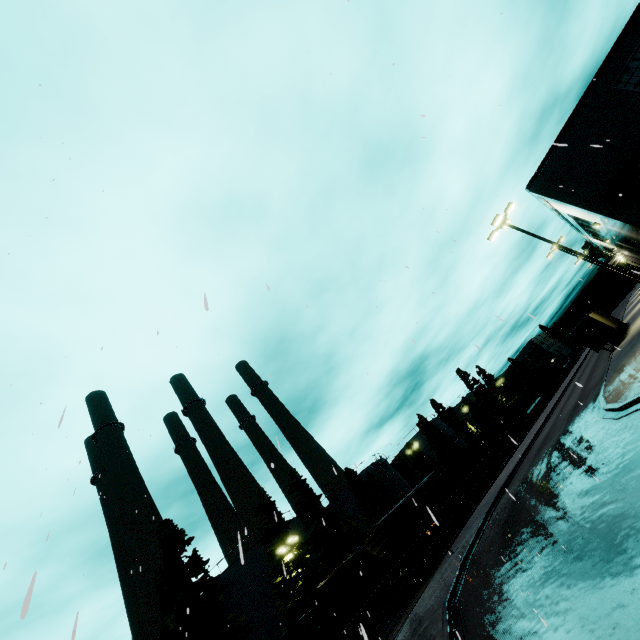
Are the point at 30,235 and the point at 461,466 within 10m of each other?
no

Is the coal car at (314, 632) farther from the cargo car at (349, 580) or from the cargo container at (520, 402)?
the cargo container at (520, 402)

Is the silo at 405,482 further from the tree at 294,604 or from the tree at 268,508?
the tree at 268,508

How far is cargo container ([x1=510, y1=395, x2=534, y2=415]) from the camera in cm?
5490

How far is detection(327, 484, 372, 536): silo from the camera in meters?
47.6 m

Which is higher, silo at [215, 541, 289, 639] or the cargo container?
silo at [215, 541, 289, 639]

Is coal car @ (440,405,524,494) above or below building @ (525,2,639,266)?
below

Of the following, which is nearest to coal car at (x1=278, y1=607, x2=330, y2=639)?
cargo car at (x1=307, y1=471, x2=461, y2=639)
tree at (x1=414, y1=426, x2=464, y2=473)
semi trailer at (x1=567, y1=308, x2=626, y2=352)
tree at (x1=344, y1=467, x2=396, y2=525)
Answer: cargo car at (x1=307, y1=471, x2=461, y2=639)
